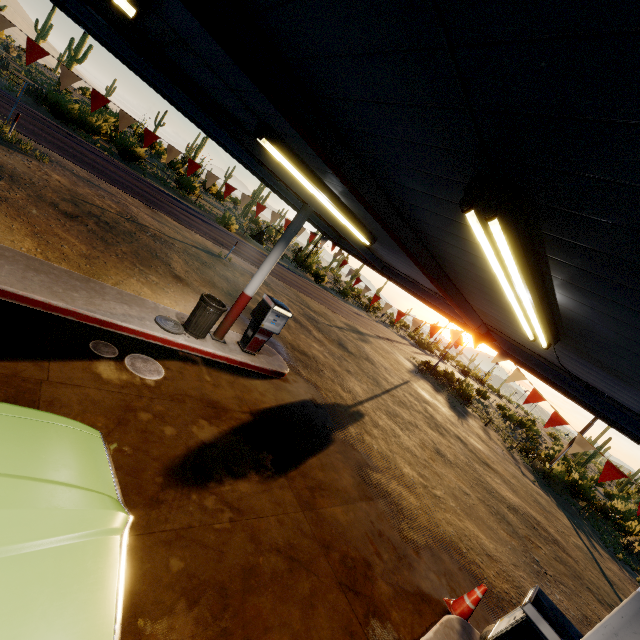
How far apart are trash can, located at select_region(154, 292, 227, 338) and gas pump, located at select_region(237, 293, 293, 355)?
0.9m

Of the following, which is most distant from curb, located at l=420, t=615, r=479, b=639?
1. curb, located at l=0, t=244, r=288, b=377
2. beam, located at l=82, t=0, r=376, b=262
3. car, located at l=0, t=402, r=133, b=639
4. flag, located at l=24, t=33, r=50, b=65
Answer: beam, located at l=82, t=0, r=376, b=262

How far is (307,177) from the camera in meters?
5.1

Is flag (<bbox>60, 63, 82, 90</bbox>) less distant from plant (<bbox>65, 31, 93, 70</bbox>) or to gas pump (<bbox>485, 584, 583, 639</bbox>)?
gas pump (<bbox>485, 584, 583, 639</bbox>)

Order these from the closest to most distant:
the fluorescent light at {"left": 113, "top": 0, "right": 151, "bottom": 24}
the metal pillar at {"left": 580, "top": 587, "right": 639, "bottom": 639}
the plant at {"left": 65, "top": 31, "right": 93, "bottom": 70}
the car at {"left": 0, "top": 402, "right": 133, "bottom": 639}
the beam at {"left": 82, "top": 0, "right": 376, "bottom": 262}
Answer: the car at {"left": 0, "top": 402, "right": 133, "bottom": 639}, the metal pillar at {"left": 580, "top": 587, "right": 639, "bottom": 639}, the fluorescent light at {"left": 113, "top": 0, "right": 151, "bottom": 24}, the beam at {"left": 82, "top": 0, "right": 376, "bottom": 262}, the plant at {"left": 65, "top": 31, "right": 93, "bottom": 70}

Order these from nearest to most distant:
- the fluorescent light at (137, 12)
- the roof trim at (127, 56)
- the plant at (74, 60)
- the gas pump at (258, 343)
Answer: the fluorescent light at (137, 12) < the roof trim at (127, 56) < the gas pump at (258, 343) < the plant at (74, 60)

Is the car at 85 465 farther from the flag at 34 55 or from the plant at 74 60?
the plant at 74 60

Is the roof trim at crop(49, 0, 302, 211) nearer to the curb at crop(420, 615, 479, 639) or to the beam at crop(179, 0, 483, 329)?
the beam at crop(179, 0, 483, 329)
